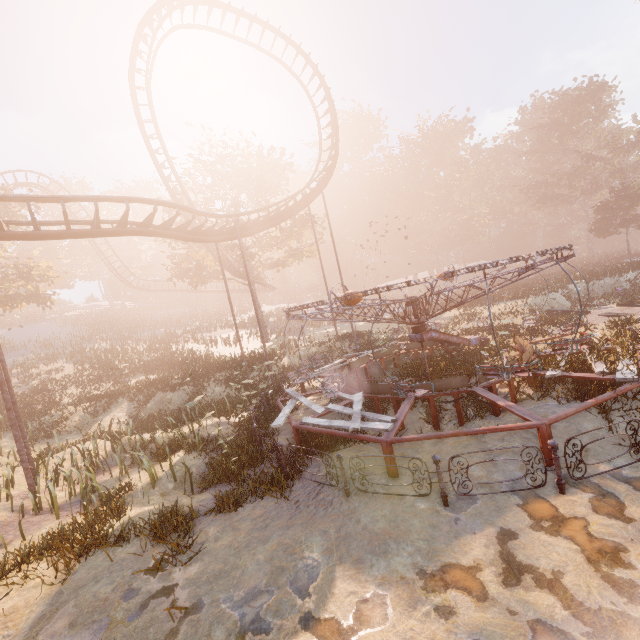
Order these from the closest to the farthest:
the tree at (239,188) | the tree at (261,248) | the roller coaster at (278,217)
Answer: the roller coaster at (278,217) < the tree at (239,188) < the tree at (261,248)

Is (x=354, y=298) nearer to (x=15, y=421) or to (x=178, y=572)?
(x=178, y=572)

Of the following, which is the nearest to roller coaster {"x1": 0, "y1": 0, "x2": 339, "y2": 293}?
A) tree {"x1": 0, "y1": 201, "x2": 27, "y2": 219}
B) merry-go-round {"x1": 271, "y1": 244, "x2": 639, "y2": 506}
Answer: merry-go-round {"x1": 271, "y1": 244, "x2": 639, "y2": 506}

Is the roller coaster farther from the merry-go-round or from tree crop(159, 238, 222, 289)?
the merry-go-round

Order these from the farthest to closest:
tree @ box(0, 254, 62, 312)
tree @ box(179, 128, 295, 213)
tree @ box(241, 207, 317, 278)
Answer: tree @ box(241, 207, 317, 278) < tree @ box(179, 128, 295, 213) < tree @ box(0, 254, 62, 312)

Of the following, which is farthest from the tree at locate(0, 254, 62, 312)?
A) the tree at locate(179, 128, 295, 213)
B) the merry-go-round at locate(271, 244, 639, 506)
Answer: the merry-go-round at locate(271, 244, 639, 506)

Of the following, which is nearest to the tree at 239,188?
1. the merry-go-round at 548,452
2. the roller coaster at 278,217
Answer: the roller coaster at 278,217

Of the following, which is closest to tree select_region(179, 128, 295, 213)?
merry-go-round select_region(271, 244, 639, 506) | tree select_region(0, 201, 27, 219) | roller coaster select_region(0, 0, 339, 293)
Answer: roller coaster select_region(0, 0, 339, 293)
